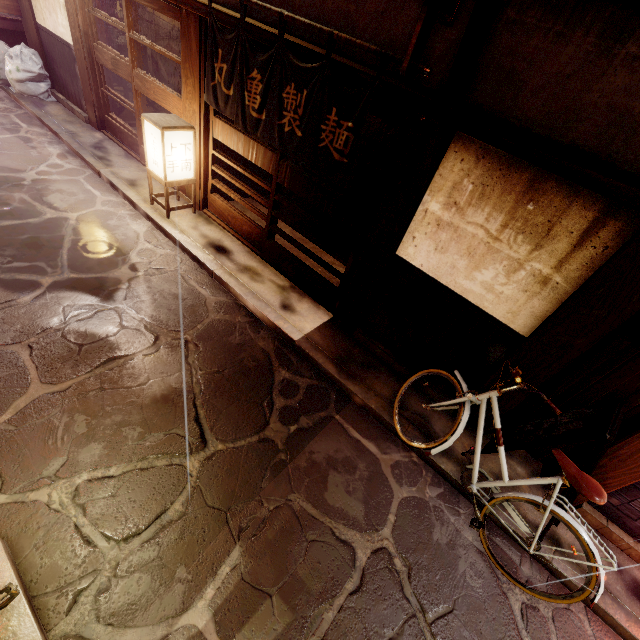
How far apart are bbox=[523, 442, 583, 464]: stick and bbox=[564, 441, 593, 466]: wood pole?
0.02m

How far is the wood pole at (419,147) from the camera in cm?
571

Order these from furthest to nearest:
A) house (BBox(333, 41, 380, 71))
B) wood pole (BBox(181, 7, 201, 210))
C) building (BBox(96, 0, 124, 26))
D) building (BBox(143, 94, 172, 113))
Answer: building (BBox(143, 94, 172, 113)), building (BBox(96, 0, 124, 26)), wood pole (BBox(181, 7, 201, 210)), house (BBox(333, 41, 380, 71))

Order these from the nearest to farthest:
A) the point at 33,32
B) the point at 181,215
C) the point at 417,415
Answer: the point at 417,415 → the point at 181,215 → the point at 33,32

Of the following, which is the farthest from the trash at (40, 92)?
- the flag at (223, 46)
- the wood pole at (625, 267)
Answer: the wood pole at (625, 267)

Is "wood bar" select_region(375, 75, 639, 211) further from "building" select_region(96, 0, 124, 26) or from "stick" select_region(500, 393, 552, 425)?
"stick" select_region(500, 393, 552, 425)

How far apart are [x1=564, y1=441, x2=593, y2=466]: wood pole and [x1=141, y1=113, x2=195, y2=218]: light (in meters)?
12.30

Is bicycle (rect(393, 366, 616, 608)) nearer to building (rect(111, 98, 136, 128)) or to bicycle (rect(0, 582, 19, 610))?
bicycle (rect(0, 582, 19, 610))
